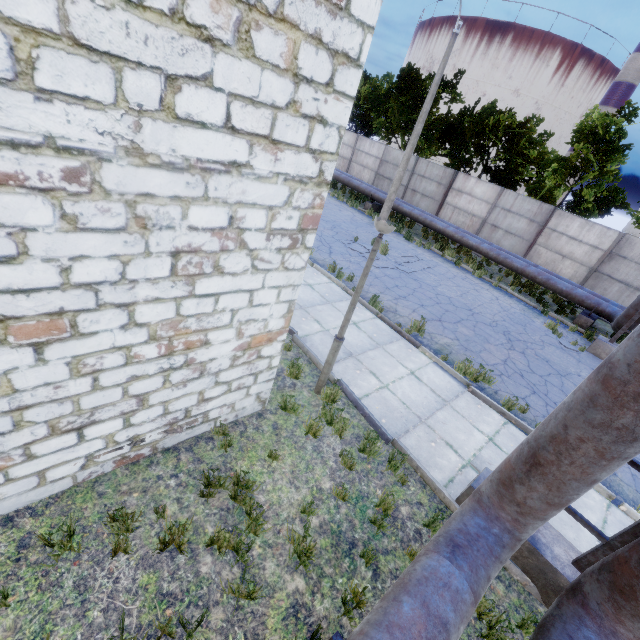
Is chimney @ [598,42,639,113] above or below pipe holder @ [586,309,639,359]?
above

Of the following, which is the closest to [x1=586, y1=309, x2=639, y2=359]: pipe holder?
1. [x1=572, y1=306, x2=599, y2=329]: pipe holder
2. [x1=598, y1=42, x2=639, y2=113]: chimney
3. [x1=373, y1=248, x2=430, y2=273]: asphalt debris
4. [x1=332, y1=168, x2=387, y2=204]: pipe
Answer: [x1=332, y1=168, x2=387, y2=204]: pipe

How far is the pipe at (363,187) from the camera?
19.9 meters

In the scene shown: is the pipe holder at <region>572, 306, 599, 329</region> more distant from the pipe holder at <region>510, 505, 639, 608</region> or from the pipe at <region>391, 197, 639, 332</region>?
the pipe holder at <region>510, 505, 639, 608</region>

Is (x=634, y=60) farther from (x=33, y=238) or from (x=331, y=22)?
(x=33, y=238)

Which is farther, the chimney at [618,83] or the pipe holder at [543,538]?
the chimney at [618,83]

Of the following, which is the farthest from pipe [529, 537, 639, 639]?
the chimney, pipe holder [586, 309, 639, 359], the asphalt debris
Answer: the chimney

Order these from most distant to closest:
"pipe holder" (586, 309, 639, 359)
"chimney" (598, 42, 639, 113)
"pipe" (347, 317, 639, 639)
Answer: "chimney" (598, 42, 639, 113) < "pipe holder" (586, 309, 639, 359) < "pipe" (347, 317, 639, 639)
